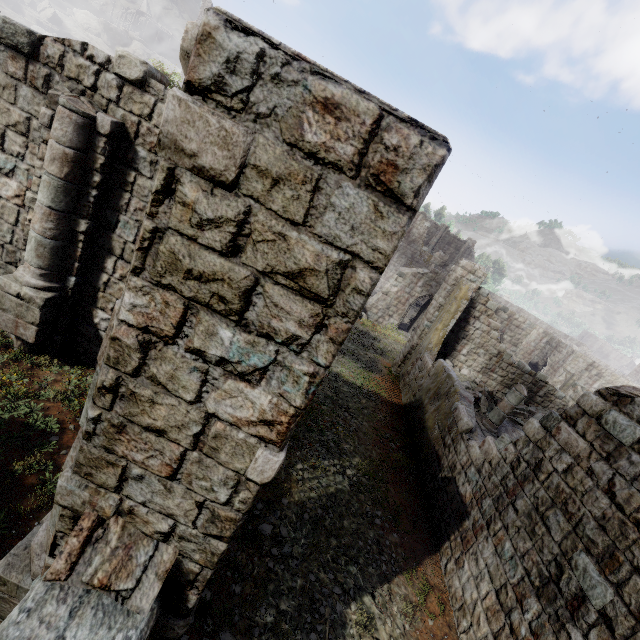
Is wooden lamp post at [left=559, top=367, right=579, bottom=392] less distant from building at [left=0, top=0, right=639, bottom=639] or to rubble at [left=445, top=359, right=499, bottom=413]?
building at [left=0, top=0, right=639, bottom=639]

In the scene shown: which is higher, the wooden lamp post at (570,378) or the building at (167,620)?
the wooden lamp post at (570,378)

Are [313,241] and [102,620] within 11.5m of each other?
yes

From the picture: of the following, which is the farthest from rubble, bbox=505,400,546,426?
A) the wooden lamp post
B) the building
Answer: the wooden lamp post

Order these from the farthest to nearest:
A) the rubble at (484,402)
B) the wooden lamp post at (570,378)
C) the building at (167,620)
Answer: the wooden lamp post at (570,378)
the rubble at (484,402)
the building at (167,620)
